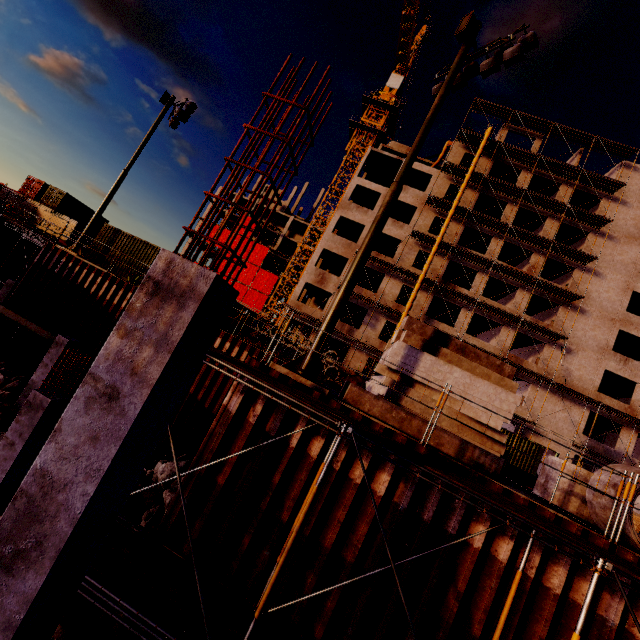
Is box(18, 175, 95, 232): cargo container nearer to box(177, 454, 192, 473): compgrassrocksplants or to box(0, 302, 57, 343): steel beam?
box(0, 302, 57, 343): steel beam

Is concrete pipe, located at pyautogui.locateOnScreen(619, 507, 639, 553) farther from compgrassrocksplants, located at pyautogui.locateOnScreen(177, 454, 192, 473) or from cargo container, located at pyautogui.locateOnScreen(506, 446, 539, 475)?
cargo container, located at pyautogui.locateOnScreen(506, 446, 539, 475)

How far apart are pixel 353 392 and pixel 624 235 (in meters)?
37.40

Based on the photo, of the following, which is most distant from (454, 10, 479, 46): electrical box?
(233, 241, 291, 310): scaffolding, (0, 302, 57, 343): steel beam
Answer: (0, 302, 57, 343): steel beam

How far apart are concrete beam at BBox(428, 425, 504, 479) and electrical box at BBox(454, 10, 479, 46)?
10.2m

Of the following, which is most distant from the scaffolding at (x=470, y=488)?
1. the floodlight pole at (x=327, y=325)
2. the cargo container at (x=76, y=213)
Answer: the cargo container at (x=76, y=213)

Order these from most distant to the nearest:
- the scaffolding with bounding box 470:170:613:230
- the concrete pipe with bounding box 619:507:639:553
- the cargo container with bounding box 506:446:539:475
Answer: the scaffolding with bounding box 470:170:613:230 < the cargo container with bounding box 506:446:539:475 < the concrete pipe with bounding box 619:507:639:553

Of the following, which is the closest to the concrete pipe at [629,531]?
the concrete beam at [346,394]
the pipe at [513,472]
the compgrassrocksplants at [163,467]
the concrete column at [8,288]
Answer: the concrete beam at [346,394]
